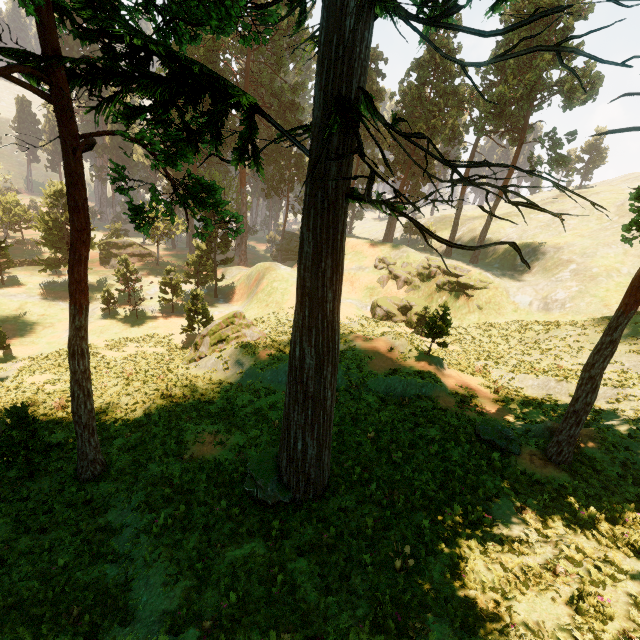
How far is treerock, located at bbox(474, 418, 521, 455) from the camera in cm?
1296

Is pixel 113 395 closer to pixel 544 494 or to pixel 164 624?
pixel 164 624

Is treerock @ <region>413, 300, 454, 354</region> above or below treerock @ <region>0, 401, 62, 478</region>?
above

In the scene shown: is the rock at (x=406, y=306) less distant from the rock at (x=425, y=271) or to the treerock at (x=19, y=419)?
the rock at (x=425, y=271)

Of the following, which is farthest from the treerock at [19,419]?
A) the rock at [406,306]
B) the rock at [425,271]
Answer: the rock at [406,306]

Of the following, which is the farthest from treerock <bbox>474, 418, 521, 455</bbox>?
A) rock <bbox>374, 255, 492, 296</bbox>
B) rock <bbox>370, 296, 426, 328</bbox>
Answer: rock <bbox>370, 296, 426, 328</bbox>
